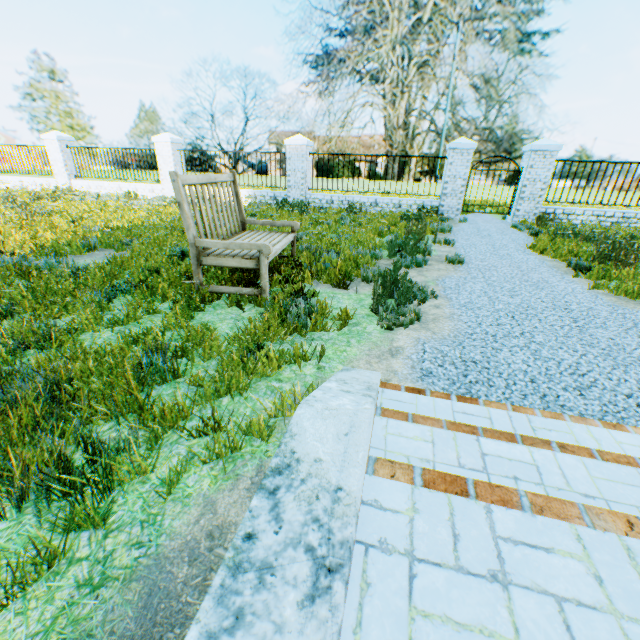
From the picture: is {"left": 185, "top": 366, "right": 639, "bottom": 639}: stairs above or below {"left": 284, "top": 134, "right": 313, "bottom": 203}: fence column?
below

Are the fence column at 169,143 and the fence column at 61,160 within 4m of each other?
no

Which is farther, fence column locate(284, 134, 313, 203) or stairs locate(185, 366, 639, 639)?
fence column locate(284, 134, 313, 203)

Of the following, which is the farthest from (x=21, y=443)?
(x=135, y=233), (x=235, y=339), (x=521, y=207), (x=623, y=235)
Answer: (x=521, y=207)

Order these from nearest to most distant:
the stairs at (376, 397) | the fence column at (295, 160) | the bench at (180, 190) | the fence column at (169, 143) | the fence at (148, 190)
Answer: the stairs at (376, 397), the bench at (180, 190), the fence column at (295, 160), the fence column at (169, 143), the fence at (148, 190)

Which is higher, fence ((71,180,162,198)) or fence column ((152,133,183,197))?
fence column ((152,133,183,197))

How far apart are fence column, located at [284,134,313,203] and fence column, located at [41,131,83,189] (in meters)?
10.29

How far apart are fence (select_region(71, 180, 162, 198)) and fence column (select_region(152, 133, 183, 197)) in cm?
11
